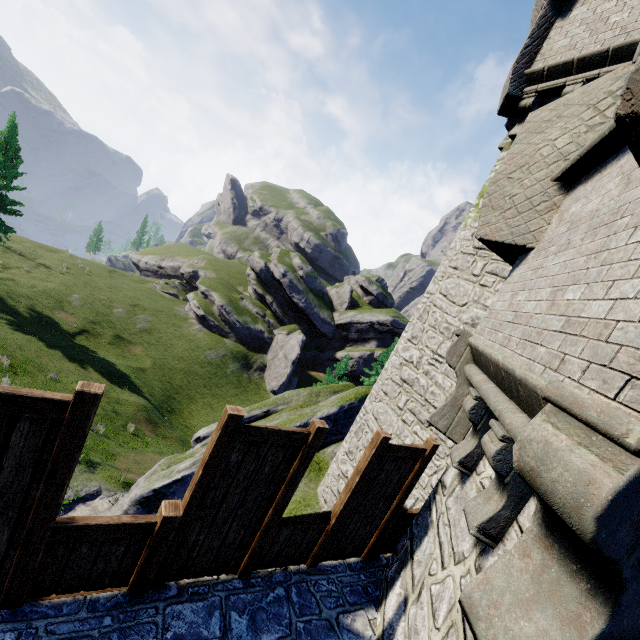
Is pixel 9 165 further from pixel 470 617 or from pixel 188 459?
pixel 470 617
